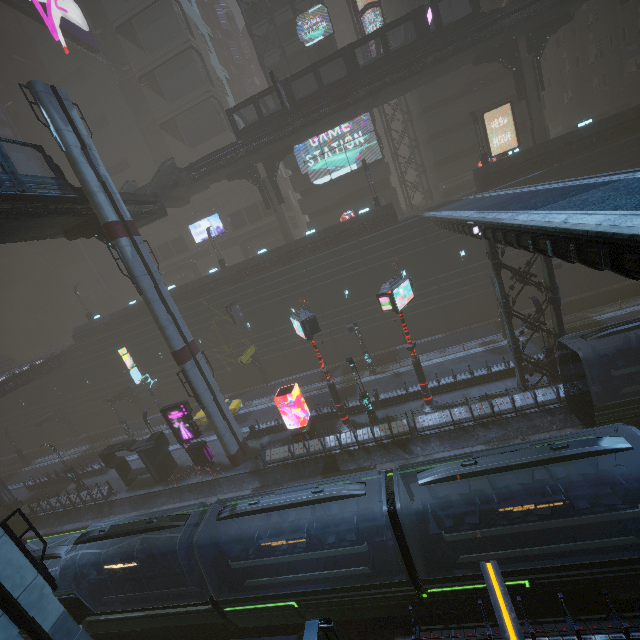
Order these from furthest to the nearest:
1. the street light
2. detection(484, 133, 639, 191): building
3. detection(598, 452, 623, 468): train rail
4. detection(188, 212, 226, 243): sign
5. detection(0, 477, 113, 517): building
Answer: detection(188, 212, 226, 243): sign
detection(0, 477, 113, 517): building
detection(484, 133, 639, 191): building
detection(598, 452, 623, 468): train rail
the street light

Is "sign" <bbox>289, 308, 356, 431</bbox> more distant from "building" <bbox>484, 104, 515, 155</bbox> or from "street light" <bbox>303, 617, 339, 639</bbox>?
"street light" <bbox>303, 617, 339, 639</bbox>

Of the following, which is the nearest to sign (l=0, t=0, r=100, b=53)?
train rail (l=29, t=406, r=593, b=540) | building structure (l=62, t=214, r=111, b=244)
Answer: building structure (l=62, t=214, r=111, b=244)

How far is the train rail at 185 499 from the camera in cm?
1823

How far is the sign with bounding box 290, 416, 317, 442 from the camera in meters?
23.7 m

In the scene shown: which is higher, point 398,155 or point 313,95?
point 313,95

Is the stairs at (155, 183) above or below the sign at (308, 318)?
above

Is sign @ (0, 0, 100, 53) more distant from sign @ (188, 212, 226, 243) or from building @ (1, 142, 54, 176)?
sign @ (188, 212, 226, 243)
